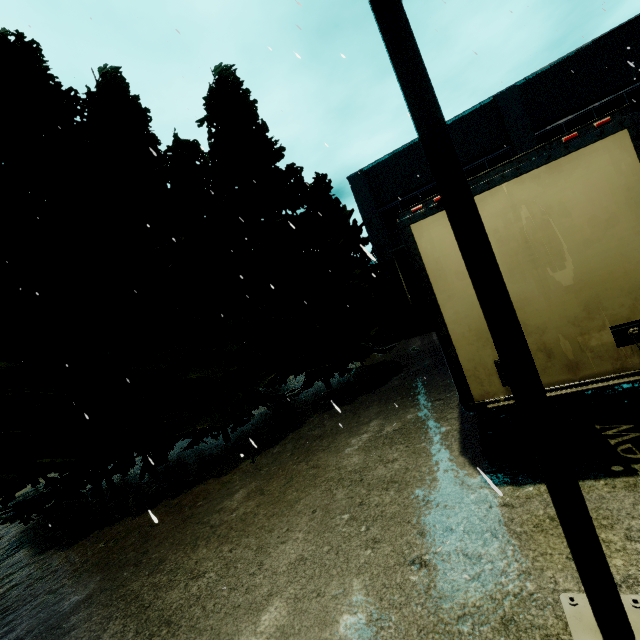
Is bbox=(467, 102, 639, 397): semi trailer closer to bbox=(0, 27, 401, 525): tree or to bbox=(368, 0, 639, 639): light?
bbox=(368, 0, 639, 639): light

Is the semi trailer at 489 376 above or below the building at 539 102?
below

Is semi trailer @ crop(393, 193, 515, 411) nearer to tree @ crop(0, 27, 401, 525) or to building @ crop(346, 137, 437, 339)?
building @ crop(346, 137, 437, 339)

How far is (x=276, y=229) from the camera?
12.21m

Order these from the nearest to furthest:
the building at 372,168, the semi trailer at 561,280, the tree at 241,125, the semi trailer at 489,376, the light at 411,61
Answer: the light at 411,61 → the semi trailer at 561,280 → the semi trailer at 489,376 → the tree at 241,125 → the building at 372,168

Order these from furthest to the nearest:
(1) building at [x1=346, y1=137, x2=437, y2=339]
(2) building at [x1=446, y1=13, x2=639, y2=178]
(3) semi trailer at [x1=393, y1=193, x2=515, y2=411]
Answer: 1. (1) building at [x1=346, y1=137, x2=437, y2=339]
2. (2) building at [x1=446, y1=13, x2=639, y2=178]
3. (3) semi trailer at [x1=393, y1=193, x2=515, y2=411]

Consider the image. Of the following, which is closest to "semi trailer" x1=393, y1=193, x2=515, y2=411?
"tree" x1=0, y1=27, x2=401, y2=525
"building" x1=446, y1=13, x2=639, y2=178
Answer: Result: "building" x1=446, y1=13, x2=639, y2=178

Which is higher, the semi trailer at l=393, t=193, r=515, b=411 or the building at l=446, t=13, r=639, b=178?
the building at l=446, t=13, r=639, b=178
